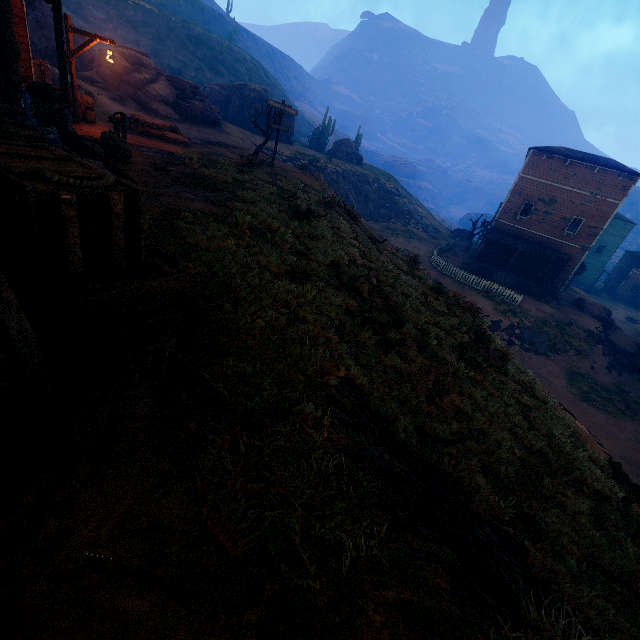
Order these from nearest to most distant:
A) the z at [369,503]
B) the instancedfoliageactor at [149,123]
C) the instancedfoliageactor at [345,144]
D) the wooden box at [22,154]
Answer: the z at [369,503]
the wooden box at [22,154]
the instancedfoliageactor at [149,123]
the instancedfoliageactor at [345,144]

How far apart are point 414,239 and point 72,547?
41.9 meters

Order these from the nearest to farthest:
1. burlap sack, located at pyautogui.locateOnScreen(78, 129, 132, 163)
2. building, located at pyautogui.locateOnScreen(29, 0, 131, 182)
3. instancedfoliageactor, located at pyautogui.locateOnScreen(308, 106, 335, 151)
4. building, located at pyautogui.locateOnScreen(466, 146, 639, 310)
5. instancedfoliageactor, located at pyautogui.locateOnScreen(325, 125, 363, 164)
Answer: building, located at pyautogui.locateOnScreen(29, 0, 131, 182) < burlap sack, located at pyautogui.locateOnScreen(78, 129, 132, 163) < building, located at pyautogui.locateOnScreen(466, 146, 639, 310) < instancedfoliageactor, located at pyautogui.locateOnScreen(325, 125, 363, 164) < instancedfoliageactor, located at pyautogui.locateOnScreen(308, 106, 335, 151)

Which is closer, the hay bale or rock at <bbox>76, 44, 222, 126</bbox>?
the hay bale

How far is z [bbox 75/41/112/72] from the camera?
26.6 meters

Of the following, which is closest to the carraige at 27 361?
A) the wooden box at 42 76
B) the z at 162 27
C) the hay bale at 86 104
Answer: the wooden box at 42 76

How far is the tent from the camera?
7.6m

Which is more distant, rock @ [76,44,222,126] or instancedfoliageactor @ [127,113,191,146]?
rock @ [76,44,222,126]
